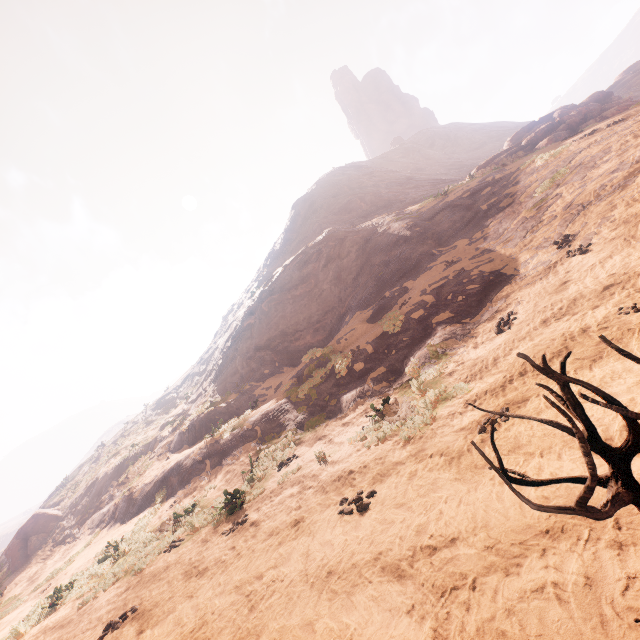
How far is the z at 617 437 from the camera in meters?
3.7 m

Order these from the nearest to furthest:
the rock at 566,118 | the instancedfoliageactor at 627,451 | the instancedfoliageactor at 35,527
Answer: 1. the instancedfoliageactor at 627,451
2. the rock at 566,118
3. the instancedfoliageactor at 35,527

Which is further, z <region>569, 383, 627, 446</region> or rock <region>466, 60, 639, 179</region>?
rock <region>466, 60, 639, 179</region>

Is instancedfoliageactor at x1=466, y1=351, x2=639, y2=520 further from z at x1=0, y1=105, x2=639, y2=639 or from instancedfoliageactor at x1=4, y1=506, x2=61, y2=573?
instancedfoliageactor at x1=4, y1=506, x2=61, y2=573

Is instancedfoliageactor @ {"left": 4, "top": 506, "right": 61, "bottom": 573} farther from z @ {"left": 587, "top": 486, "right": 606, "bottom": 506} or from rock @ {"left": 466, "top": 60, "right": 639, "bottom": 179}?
rock @ {"left": 466, "top": 60, "right": 639, "bottom": 179}

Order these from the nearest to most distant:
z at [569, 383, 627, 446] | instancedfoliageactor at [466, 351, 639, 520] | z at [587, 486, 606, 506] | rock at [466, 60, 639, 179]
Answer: instancedfoliageactor at [466, 351, 639, 520] < z at [587, 486, 606, 506] < z at [569, 383, 627, 446] < rock at [466, 60, 639, 179]

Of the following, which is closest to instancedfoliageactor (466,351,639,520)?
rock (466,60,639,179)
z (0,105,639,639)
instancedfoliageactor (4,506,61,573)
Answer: z (0,105,639,639)

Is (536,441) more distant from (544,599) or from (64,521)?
(64,521)
